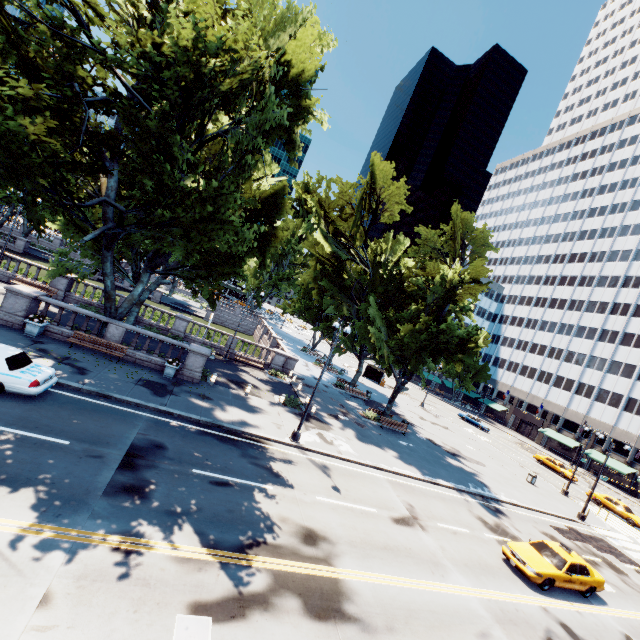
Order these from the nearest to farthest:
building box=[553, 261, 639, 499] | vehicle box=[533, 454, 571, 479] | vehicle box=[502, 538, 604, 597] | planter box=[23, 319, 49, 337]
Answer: vehicle box=[502, 538, 604, 597] → planter box=[23, 319, 49, 337] → vehicle box=[533, 454, 571, 479] → building box=[553, 261, 639, 499]

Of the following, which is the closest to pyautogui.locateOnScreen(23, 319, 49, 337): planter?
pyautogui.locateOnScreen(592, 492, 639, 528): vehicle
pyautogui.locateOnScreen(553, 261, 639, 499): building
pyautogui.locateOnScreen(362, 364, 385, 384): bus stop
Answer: pyautogui.locateOnScreen(362, 364, 385, 384): bus stop

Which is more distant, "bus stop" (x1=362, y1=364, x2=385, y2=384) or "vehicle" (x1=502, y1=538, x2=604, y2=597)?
"bus stop" (x1=362, y1=364, x2=385, y2=384)

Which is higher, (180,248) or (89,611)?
(180,248)

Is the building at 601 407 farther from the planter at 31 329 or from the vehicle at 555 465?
the planter at 31 329

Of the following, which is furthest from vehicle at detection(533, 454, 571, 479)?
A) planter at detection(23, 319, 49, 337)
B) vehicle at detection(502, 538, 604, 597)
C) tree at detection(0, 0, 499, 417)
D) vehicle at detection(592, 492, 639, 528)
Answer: planter at detection(23, 319, 49, 337)

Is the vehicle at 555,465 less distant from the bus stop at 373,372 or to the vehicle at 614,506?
the vehicle at 614,506

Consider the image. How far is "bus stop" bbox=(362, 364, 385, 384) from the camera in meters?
54.4
